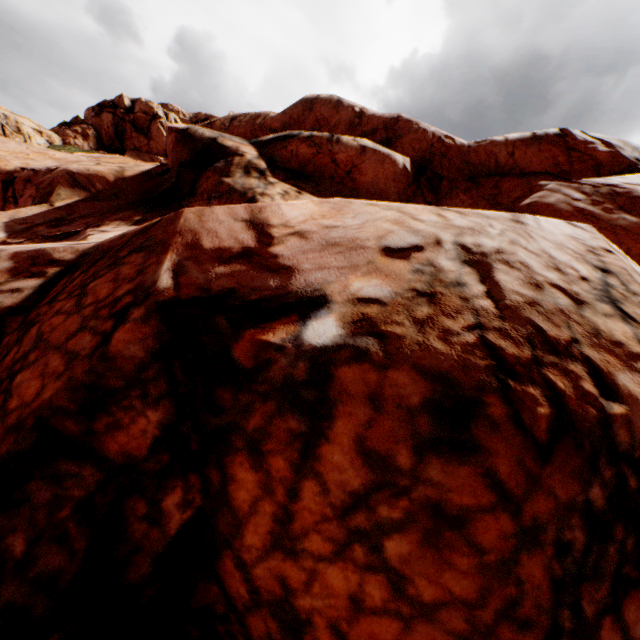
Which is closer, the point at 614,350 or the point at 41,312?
the point at 614,350
